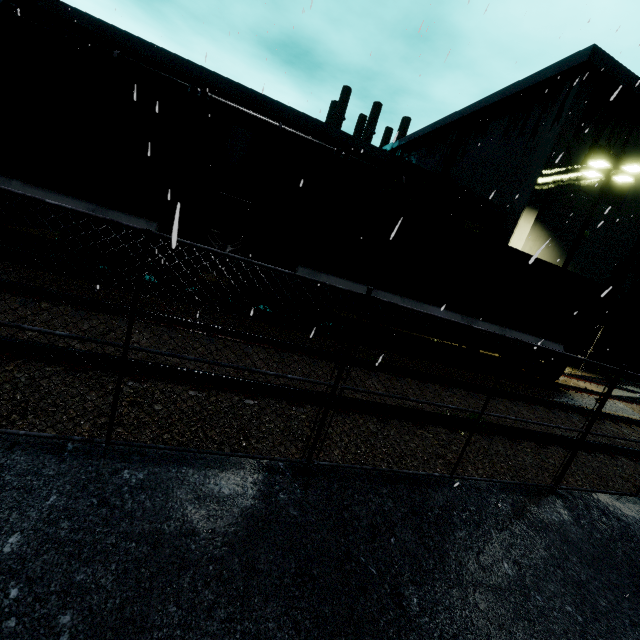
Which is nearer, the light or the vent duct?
the light

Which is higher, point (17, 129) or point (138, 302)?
point (17, 129)

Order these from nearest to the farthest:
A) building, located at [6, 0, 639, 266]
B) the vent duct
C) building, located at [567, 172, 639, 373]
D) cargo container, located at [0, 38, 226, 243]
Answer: cargo container, located at [0, 38, 226, 243]
building, located at [6, 0, 639, 266]
building, located at [567, 172, 639, 373]
the vent duct

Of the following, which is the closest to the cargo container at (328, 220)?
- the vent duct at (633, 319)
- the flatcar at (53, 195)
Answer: the flatcar at (53, 195)

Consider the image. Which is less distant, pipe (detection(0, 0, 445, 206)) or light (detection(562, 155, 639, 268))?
light (detection(562, 155, 639, 268))

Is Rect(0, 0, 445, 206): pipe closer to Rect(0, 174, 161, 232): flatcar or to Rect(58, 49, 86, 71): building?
Rect(58, 49, 86, 71): building

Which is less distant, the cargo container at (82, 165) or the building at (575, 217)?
the cargo container at (82, 165)

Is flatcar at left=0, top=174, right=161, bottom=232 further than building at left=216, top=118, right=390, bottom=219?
No
